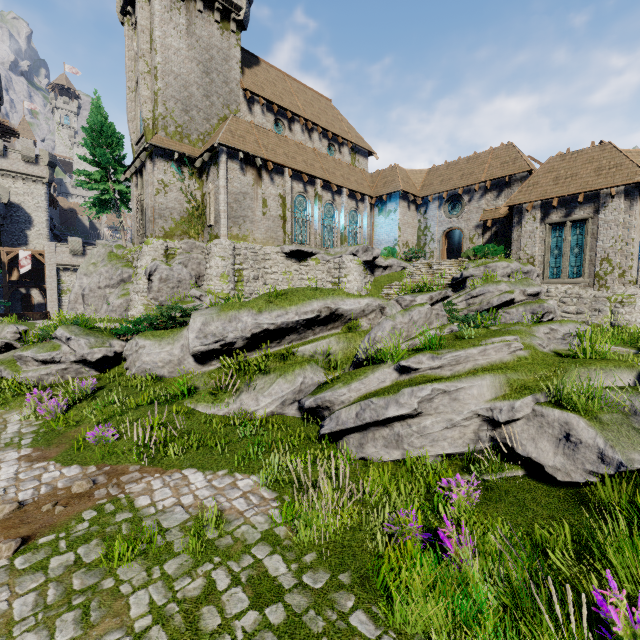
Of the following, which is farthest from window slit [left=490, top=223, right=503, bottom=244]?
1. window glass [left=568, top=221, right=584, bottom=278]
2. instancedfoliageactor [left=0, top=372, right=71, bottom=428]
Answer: instancedfoliageactor [left=0, top=372, right=71, bottom=428]

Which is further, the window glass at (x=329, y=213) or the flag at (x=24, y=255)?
the flag at (x=24, y=255)

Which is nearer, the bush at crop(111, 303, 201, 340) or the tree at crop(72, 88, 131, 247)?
the bush at crop(111, 303, 201, 340)

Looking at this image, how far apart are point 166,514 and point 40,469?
3.48m

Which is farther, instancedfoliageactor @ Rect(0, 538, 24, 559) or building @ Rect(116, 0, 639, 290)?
building @ Rect(116, 0, 639, 290)

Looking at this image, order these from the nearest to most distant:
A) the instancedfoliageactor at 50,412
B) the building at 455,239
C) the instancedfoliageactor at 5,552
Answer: the instancedfoliageactor at 5,552 → the instancedfoliageactor at 50,412 → the building at 455,239

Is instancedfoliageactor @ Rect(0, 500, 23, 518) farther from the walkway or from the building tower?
the building tower

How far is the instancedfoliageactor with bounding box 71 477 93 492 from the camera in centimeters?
585cm
